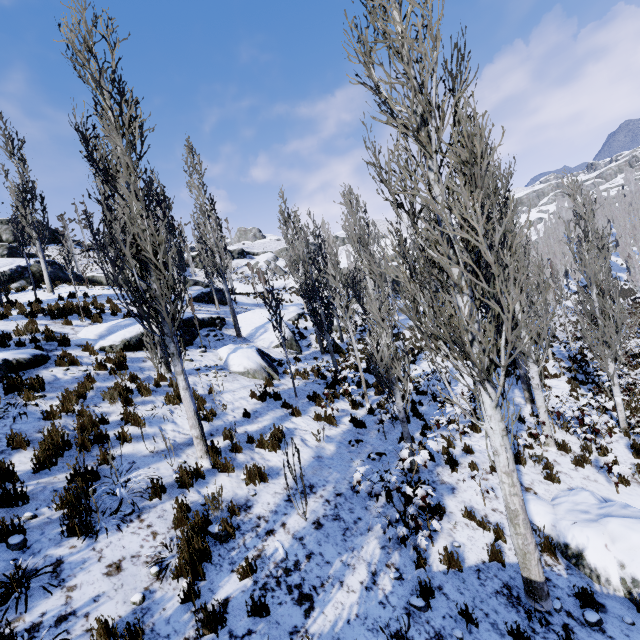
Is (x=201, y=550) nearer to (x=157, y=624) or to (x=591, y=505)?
(x=157, y=624)

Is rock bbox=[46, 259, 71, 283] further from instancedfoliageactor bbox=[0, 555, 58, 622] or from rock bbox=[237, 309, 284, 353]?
rock bbox=[237, 309, 284, 353]

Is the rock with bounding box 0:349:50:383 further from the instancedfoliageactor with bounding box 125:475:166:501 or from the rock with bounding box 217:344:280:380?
the rock with bounding box 217:344:280:380

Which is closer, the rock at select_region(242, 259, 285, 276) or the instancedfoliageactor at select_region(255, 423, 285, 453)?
the instancedfoliageactor at select_region(255, 423, 285, 453)

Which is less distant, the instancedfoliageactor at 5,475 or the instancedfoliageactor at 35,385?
the instancedfoliageactor at 5,475

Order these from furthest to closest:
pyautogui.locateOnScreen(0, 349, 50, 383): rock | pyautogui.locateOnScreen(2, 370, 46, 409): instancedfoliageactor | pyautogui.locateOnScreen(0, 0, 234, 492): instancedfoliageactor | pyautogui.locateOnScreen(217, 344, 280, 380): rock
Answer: pyautogui.locateOnScreen(217, 344, 280, 380): rock < pyautogui.locateOnScreen(0, 349, 50, 383): rock < pyautogui.locateOnScreen(2, 370, 46, 409): instancedfoliageactor < pyautogui.locateOnScreen(0, 0, 234, 492): instancedfoliageactor

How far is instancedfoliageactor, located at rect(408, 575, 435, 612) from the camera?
4.74m

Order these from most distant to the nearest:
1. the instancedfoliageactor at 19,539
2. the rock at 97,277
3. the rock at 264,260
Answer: the rock at 264,260 → the rock at 97,277 → the instancedfoliageactor at 19,539
